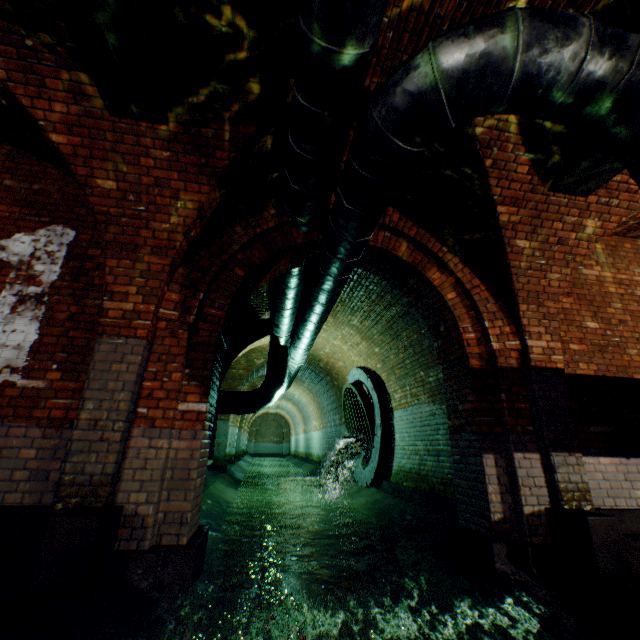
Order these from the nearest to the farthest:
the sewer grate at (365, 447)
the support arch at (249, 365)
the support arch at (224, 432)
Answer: the support arch at (249, 365) < the sewer grate at (365, 447) < the support arch at (224, 432)

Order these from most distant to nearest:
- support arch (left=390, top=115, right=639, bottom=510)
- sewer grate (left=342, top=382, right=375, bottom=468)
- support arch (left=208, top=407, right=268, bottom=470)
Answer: support arch (left=208, top=407, right=268, bottom=470)
sewer grate (left=342, top=382, right=375, bottom=468)
support arch (left=390, top=115, right=639, bottom=510)

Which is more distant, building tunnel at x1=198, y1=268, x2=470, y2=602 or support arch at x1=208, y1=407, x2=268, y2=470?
support arch at x1=208, y1=407, x2=268, y2=470

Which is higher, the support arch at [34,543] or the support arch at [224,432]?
the support arch at [224,432]

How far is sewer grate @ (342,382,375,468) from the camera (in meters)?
8.75

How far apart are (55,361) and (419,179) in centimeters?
479cm

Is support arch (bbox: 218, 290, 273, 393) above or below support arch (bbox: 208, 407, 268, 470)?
above

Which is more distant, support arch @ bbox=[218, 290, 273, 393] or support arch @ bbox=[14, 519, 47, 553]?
support arch @ bbox=[218, 290, 273, 393]
